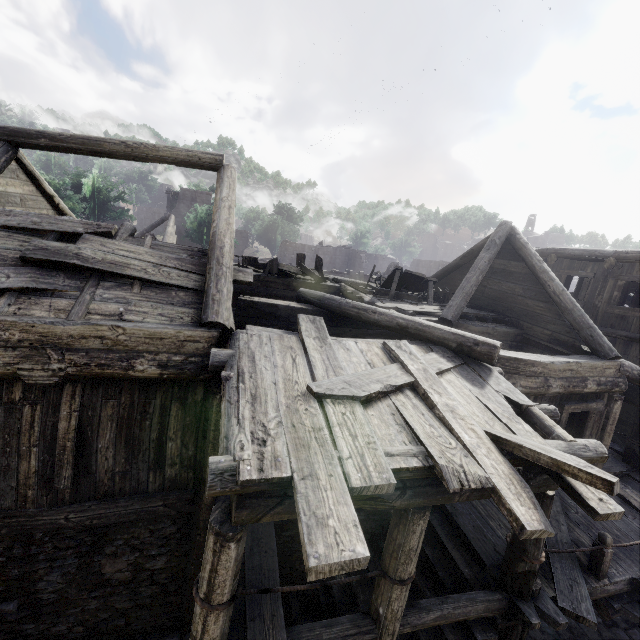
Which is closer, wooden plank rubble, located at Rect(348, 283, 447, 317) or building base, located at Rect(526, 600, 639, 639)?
building base, located at Rect(526, 600, 639, 639)

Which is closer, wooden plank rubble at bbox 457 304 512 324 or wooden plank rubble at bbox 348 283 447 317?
wooden plank rubble at bbox 348 283 447 317

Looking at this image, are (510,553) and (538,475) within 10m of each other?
yes

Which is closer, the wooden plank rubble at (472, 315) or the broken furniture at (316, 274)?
the wooden plank rubble at (472, 315)

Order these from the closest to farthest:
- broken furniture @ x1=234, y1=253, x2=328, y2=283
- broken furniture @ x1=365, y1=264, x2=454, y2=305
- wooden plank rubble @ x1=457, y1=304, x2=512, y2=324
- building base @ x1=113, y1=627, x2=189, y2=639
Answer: building base @ x1=113, y1=627, x2=189, y2=639, wooden plank rubble @ x1=457, y1=304, x2=512, y2=324, broken furniture @ x1=365, y1=264, x2=454, y2=305, broken furniture @ x1=234, y1=253, x2=328, y2=283

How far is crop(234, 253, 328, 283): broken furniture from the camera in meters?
11.3 m

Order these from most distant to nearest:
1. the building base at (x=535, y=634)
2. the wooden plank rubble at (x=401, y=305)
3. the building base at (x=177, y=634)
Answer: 1. the wooden plank rubble at (x=401, y=305)
2. the building base at (x=535, y=634)
3. the building base at (x=177, y=634)

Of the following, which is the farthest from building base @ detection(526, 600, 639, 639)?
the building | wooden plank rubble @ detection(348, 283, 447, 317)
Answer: wooden plank rubble @ detection(348, 283, 447, 317)
